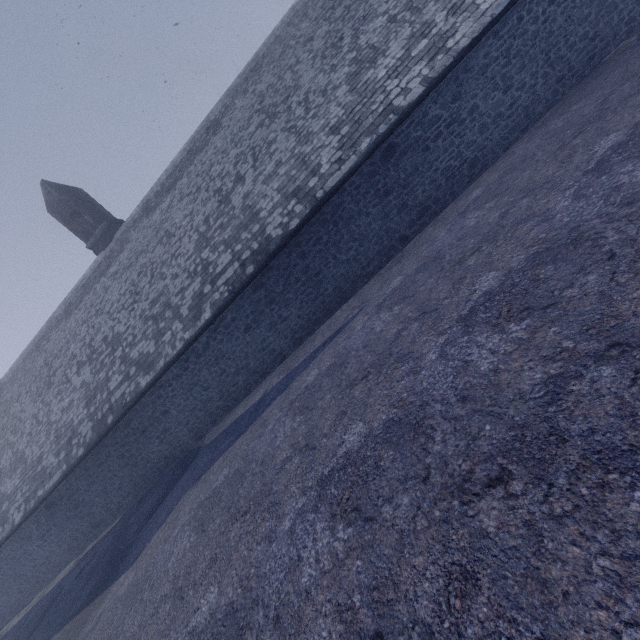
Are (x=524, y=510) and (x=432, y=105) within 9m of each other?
no
